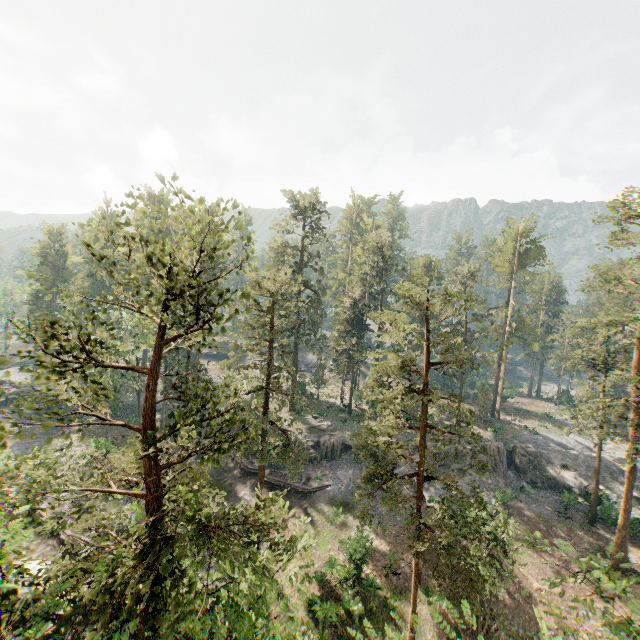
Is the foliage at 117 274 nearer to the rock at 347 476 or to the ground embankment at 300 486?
the rock at 347 476

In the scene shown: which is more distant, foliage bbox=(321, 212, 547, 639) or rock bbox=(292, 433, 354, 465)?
rock bbox=(292, 433, 354, 465)

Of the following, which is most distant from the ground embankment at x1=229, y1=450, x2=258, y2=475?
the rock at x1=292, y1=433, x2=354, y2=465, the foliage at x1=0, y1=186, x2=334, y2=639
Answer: the foliage at x1=0, y1=186, x2=334, y2=639

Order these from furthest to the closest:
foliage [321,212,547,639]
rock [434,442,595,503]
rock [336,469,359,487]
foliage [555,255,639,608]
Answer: rock [434,442,595,503] < rock [336,469,359,487] < foliage [321,212,547,639] < foliage [555,255,639,608]

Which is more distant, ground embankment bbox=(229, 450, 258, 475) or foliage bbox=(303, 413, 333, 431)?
foliage bbox=(303, 413, 333, 431)

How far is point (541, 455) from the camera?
43.2 meters

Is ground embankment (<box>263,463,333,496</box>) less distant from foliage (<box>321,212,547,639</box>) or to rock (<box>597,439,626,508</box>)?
rock (<box>597,439,626,508</box>)

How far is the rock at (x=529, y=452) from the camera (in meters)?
37.81
